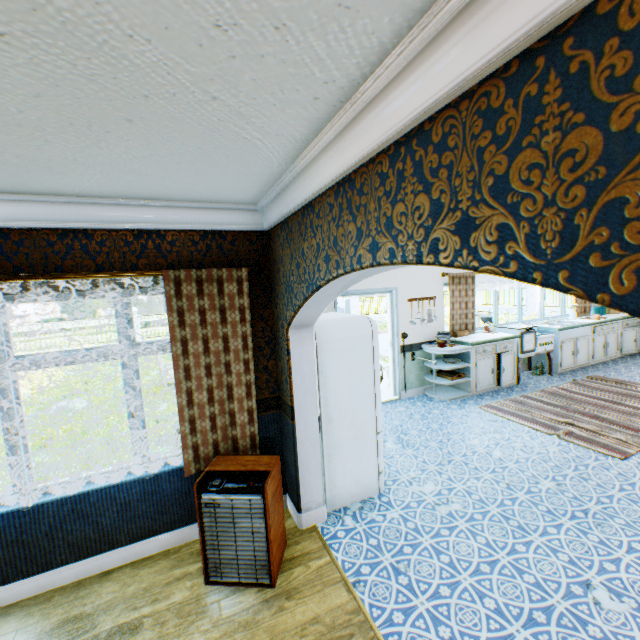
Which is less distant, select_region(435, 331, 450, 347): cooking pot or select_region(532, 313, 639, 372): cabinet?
select_region(435, 331, 450, 347): cooking pot

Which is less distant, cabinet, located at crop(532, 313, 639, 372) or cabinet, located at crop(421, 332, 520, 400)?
cabinet, located at crop(421, 332, 520, 400)

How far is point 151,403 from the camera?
8.53m

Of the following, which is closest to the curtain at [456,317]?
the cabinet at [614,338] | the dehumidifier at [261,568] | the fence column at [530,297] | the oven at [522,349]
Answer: the cabinet at [614,338]

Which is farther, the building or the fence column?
the fence column

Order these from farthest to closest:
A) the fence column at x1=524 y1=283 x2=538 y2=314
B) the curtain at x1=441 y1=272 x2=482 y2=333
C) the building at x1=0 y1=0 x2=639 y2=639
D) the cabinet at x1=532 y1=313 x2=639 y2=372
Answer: the fence column at x1=524 y1=283 x2=538 y2=314 → the cabinet at x1=532 y1=313 x2=639 y2=372 → the curtain at x1=441 y1=272 x2=482 y2=333 → the building at x1=0 y1=0 x2=639 y2=639

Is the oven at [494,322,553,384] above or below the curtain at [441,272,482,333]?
below

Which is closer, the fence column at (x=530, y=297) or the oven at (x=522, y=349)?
the oven at (x=522, y=349)
